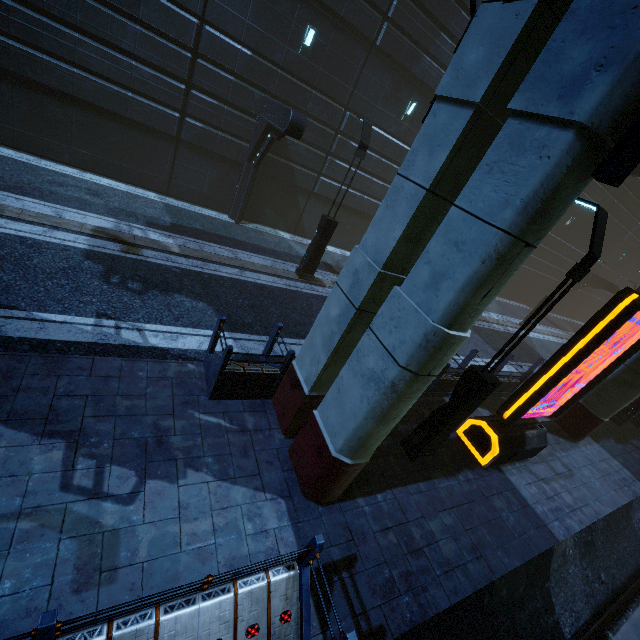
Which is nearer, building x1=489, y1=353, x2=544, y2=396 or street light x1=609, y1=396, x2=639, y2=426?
building x1=489, y1=353, x2=544, y2=396

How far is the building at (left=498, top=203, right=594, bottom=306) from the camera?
24.47m

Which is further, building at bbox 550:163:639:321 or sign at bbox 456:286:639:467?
building at bbox 550:163:639:321

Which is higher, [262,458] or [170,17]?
[170,17]

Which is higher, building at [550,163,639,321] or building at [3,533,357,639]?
building at [550,163,639,321]

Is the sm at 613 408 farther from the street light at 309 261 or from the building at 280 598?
the street light at 309 261

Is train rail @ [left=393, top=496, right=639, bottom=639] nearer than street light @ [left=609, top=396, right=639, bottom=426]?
Yes

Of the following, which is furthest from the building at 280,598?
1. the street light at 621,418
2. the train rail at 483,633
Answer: the street light at 621,418
